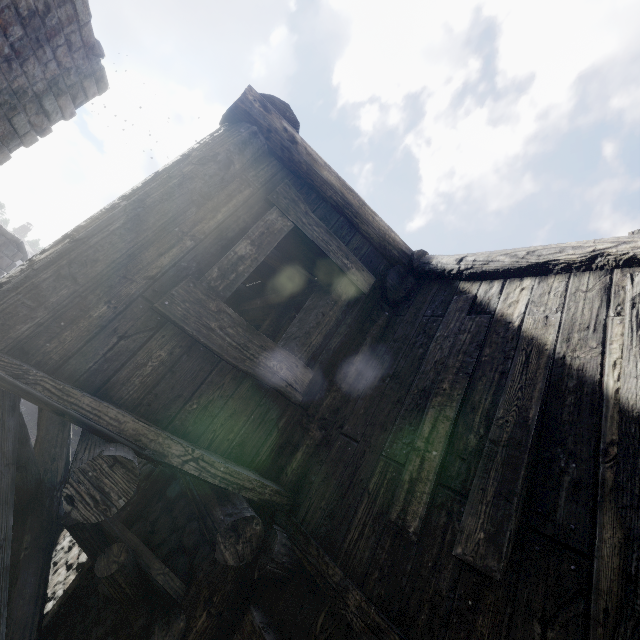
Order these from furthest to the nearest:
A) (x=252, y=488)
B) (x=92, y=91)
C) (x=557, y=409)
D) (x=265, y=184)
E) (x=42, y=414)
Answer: (x=92, y=91) → (x=42, y=414) → (x=265, y=184) → (x=252, y=488) → (x=557, y=409)

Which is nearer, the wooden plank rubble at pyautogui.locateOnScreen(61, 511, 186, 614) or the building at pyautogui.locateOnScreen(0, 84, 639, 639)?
the building at pyautogui.locateOnScreen(0, 84, 639, 639)

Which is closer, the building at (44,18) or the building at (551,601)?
the building at (551,601)

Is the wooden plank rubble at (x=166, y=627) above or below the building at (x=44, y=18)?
below

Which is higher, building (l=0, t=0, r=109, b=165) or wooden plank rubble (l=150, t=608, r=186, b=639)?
building (l=0, t=0, r=109, b=165)

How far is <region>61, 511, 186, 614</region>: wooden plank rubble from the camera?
2.4 meters

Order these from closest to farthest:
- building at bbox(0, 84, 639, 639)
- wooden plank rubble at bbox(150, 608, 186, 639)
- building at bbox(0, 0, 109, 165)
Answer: building at bbox(0, 84, 639, 639), wooden plank rubble at bbox(150, 608, 186, 639), building at bbox(0, 0, 109, 165)
